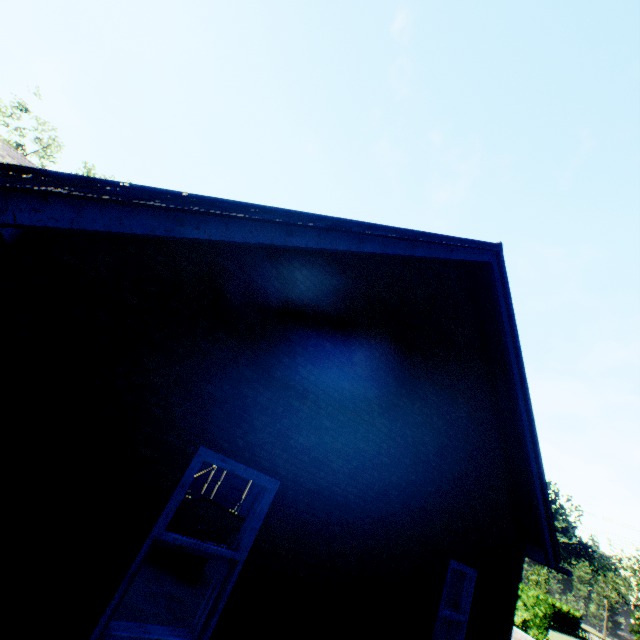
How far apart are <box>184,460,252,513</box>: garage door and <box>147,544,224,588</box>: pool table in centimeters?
597cm

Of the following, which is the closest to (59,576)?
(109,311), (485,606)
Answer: (109,311)

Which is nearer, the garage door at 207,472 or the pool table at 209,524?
the pool table at 209,524

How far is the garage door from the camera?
12.6 meters

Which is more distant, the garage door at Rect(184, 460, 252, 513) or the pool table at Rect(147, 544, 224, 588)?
the garage door at Rect(184, 460, 252, 513)

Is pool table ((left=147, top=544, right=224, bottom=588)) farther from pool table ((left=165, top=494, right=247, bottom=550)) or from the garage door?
the garage door

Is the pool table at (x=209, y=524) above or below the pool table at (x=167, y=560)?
above

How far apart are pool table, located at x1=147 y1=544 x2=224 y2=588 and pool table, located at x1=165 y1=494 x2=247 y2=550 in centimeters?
27cm
